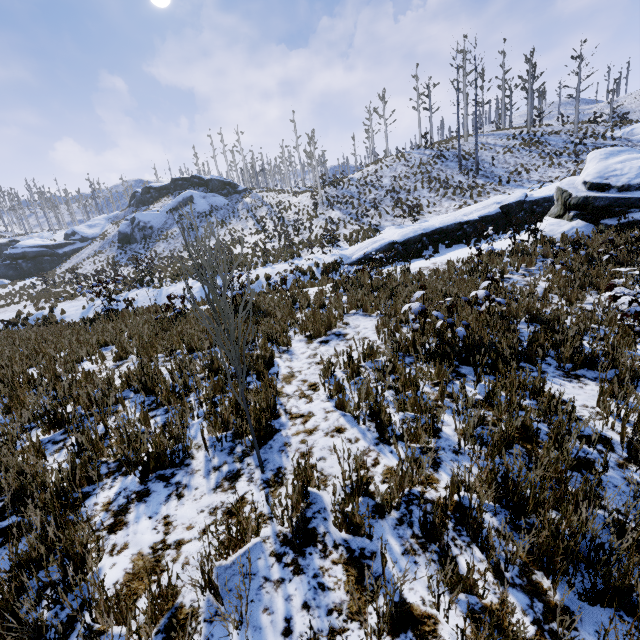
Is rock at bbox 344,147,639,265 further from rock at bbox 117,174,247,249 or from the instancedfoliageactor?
rock at bbox 117,174,247,249

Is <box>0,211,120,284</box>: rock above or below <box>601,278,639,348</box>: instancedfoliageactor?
above

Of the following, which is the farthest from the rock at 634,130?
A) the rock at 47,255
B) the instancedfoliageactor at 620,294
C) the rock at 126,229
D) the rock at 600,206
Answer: the rock at 47,255

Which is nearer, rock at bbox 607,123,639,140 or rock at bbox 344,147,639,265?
rock at bbox 344,147,639,265

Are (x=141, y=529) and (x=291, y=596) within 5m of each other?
yes

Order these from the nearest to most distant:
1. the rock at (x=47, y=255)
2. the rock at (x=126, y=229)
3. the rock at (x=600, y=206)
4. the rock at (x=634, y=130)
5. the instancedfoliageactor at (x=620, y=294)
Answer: the instancedfoliageactor at (x=620, y=294), the rock at (x=600, y=206), the rock at (x=634, y=130), the rock at (x=126, y=229), the rock at (x=47, y=255)

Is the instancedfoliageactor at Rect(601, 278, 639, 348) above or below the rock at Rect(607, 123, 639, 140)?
below

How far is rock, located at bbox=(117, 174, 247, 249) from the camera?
39.7m
